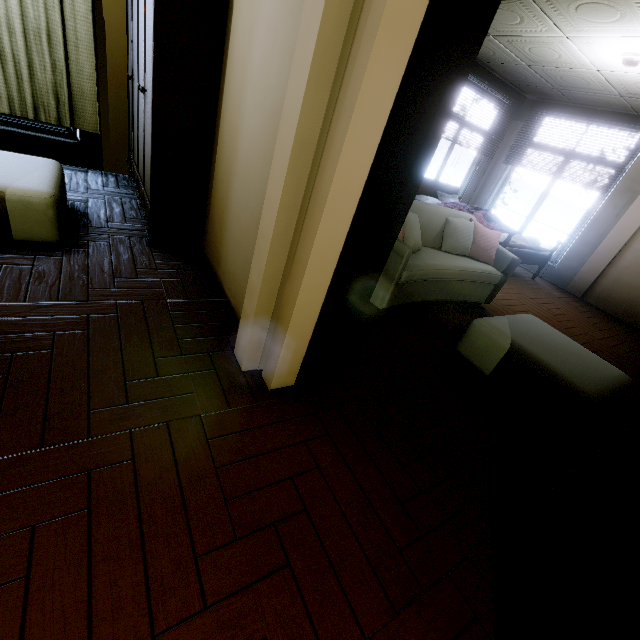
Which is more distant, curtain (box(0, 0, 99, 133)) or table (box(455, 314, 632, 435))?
curtain (box(0, 0, 99, 133))

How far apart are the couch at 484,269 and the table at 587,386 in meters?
0.6

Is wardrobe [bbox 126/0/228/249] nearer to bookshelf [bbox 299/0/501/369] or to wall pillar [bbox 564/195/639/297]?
bookshelf [bbox 299/0/501/369]

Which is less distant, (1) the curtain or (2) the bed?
(1) the curtain

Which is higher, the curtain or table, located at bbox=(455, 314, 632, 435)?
the curtain

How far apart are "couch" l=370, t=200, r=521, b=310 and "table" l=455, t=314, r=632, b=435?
0.62m

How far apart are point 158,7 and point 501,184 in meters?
7.1

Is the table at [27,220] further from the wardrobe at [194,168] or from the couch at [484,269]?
the couch at [484,269]
